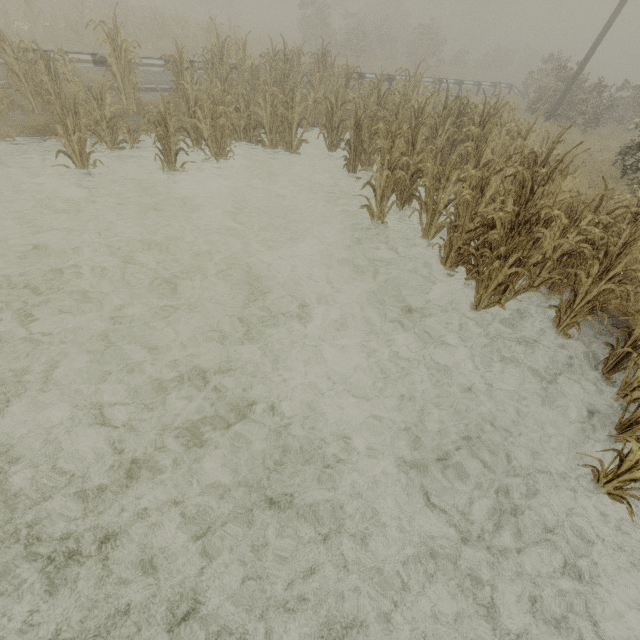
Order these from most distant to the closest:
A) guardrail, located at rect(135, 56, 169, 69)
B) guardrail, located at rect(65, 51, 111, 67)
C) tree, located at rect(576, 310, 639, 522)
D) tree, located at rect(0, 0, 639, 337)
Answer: guardrail, located at rect(135, 56, 169, 69) → guardrail, located at rect(65, 51, 111, 67) → tree, located at rect(0, 0, 639, 337) → tree, located at rect(576, 310, 639, 522)

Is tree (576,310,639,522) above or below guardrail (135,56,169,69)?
below

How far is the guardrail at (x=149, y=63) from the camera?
9.9m

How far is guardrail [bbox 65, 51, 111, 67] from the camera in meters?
9.0 m

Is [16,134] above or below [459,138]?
below
